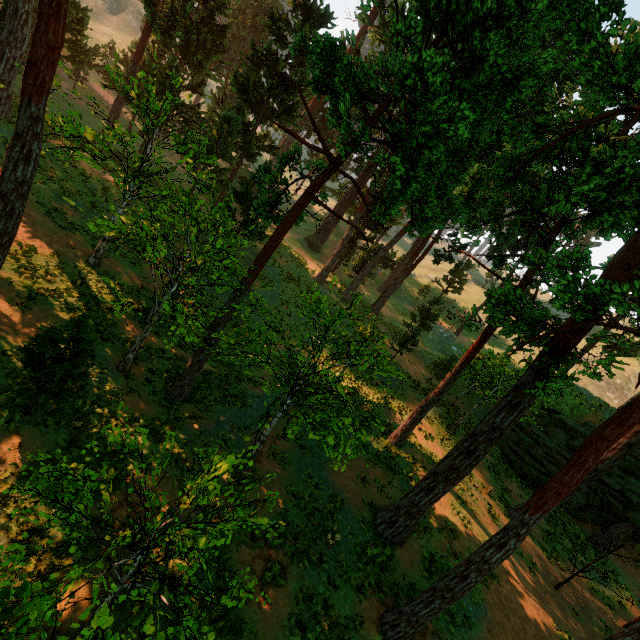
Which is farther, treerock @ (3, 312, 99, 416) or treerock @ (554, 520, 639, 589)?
treerock @ (554, 520, 639, 589)

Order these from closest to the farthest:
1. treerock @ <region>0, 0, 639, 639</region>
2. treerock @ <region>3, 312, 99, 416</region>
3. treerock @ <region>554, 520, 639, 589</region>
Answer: treerock @ <region>0, 0, 639, 639</region> → treerock @ <region>3, 312, 99, 416</region> → treerock @ <region>554, 520, 639, 589</region>

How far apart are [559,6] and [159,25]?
29.7m

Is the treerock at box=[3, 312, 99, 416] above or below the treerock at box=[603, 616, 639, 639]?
below

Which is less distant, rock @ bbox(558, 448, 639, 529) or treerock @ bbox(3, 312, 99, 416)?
treerock @ bbox(3, 312, 99, 416)

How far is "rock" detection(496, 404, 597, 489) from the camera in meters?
25.2

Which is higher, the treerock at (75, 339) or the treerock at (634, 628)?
the treerock at (634, 628)
